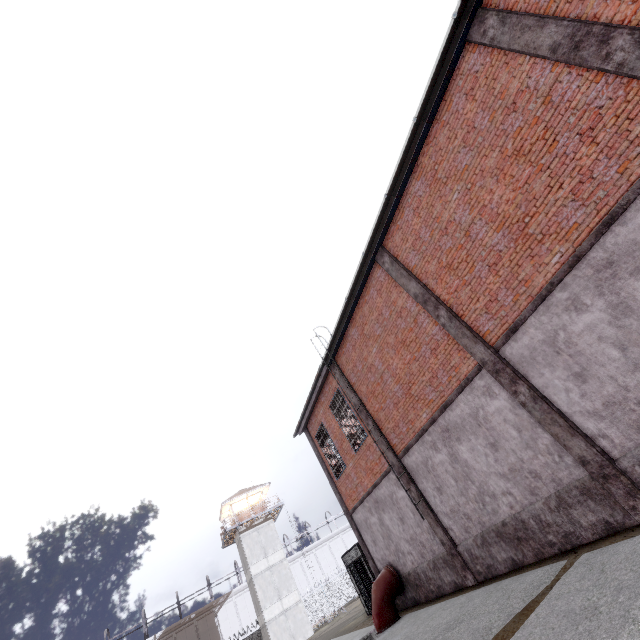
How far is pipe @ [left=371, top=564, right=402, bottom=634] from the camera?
11.8 meters

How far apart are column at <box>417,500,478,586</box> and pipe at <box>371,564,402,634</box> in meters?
3.7

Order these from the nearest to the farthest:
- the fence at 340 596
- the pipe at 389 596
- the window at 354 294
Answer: the window at 354 294
the pipe at 389 596
the fence at 340 596

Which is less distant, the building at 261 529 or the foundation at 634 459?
the foundation at 634 459

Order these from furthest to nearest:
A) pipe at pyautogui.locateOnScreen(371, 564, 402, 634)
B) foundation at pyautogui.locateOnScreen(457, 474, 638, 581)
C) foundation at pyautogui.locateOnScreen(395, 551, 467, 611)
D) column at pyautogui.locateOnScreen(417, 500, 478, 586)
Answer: pipe at pyautogui.locateOnScreen(371, 564, 402, 634) → foundation at pyautogui.locateOnScreen(395, 551, 467, 611) → column at pyautogui.locateOnScreen(417, 500, 478, 586) → foundation at pyautogui.locateOnScreen(457, 474, 638, 581)

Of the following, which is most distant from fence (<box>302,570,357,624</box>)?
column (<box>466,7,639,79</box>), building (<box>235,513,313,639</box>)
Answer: column (<box>466,7,639,79</box>)

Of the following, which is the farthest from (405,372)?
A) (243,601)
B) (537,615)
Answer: (243,601)

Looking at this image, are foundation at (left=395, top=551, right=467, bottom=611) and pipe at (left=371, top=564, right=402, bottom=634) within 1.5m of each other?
yes
